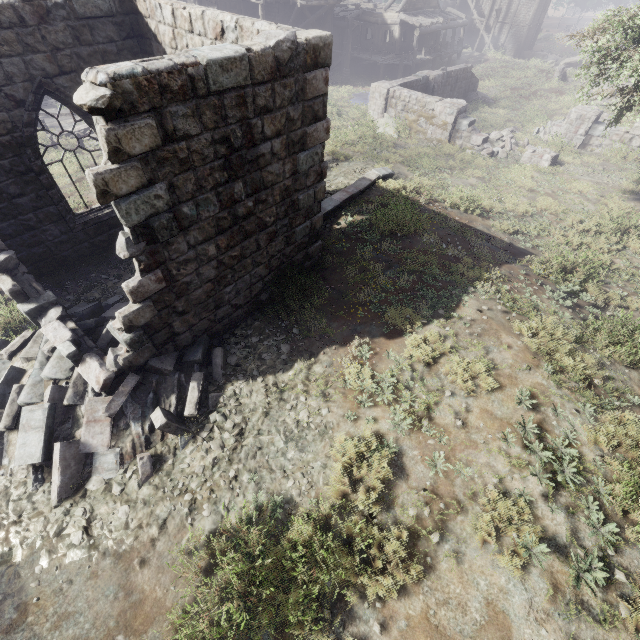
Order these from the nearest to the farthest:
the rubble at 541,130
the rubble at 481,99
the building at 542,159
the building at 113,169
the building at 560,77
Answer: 1. the building at 113,169
2. the building at 542,159
3. the rubble at 541,130
4. the rubble at 481,99
5. the building at 560,77

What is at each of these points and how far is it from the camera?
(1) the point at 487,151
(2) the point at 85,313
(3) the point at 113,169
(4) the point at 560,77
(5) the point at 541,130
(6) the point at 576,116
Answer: (1) rubble, 16.8m
(2) rubble, 7.1m
(3) building, 3.9m
(4) building, 27.0m
(5) rubble, 20.1m
(6) building, 17.5m

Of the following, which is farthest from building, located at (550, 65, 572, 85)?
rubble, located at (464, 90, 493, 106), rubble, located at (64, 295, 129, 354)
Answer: rubble, located at (64, 295, 129, 354)

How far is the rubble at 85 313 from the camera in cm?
629

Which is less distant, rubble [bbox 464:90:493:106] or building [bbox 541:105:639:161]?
building [bbox 541:105:639:161]

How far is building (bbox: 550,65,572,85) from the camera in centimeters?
2703cm

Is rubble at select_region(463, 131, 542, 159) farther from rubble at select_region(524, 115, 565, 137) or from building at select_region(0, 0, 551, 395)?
building at select_region(0, 0, 551, 395)

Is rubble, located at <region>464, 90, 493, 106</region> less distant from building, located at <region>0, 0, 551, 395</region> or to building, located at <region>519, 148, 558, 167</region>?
building, located at <region>0, 0, 551, 395</region>
